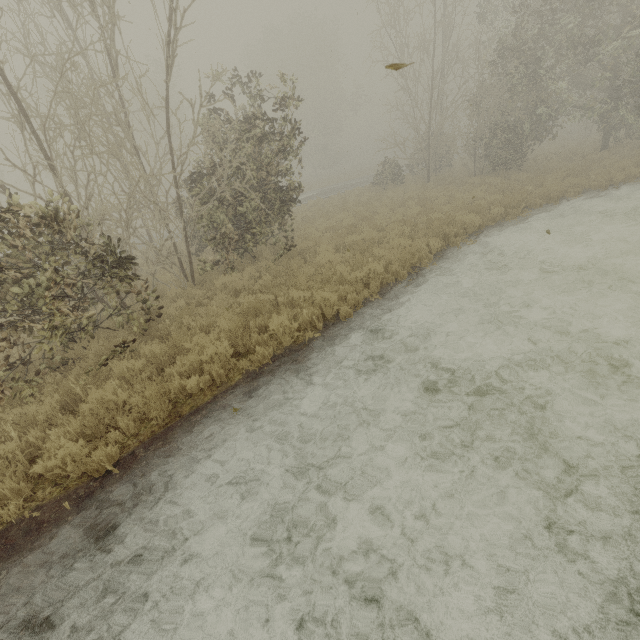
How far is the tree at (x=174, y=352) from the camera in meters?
6.4

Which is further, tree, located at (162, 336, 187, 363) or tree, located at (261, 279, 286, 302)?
tree, located at (261, 279, 286, 302)

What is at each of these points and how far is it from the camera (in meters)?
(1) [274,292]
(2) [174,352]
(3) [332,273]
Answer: (1) tree, 8.64
(2) tree, 6.56
(3) tree, 8.59

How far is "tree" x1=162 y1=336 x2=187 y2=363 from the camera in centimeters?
637cm
